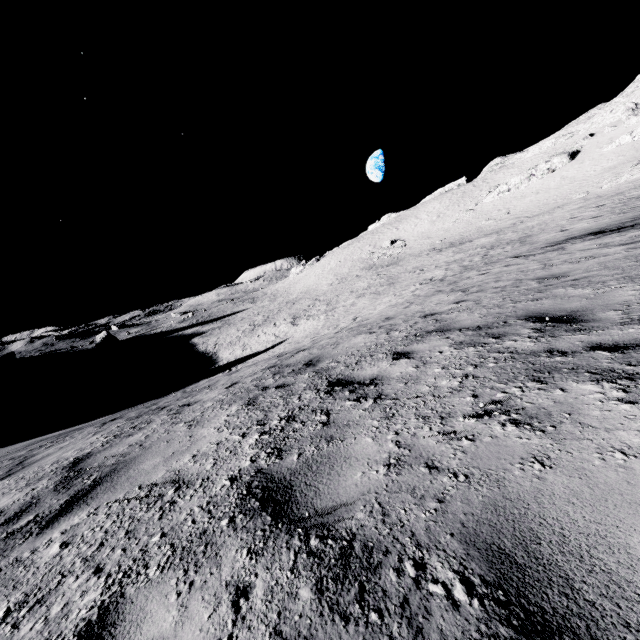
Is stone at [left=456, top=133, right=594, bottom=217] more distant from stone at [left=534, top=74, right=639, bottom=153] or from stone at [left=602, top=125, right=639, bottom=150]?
stone at [left=534, top=74, right=639, bottom=153]

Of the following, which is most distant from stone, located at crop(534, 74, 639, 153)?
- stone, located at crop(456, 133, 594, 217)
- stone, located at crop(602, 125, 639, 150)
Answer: stone, located at crop(456, 133, 594, 217)

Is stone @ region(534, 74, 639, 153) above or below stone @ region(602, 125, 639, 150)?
above

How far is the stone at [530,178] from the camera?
46.3 meters

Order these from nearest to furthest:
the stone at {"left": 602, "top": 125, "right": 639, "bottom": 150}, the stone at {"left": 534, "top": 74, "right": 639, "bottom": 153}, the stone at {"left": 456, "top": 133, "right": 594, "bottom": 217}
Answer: the stone at {"left": 602, "top": 125, "right": 639, "bottom": 150} < the stone at {"left": 534, "top": 74, "right": 639, "bottom": 153} < the stone at {"left": 456, "top": 133, "right": 594, "bottom": 217}

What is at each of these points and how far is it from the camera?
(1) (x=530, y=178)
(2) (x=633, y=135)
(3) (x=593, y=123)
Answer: (1) stone, 48.8m
(2) stone, 38.7m
(3) stone, 50.9m

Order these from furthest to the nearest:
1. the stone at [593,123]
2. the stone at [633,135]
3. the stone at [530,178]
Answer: the stone at [530,178] < the stone at [593,123] < the stone at [633,135]
